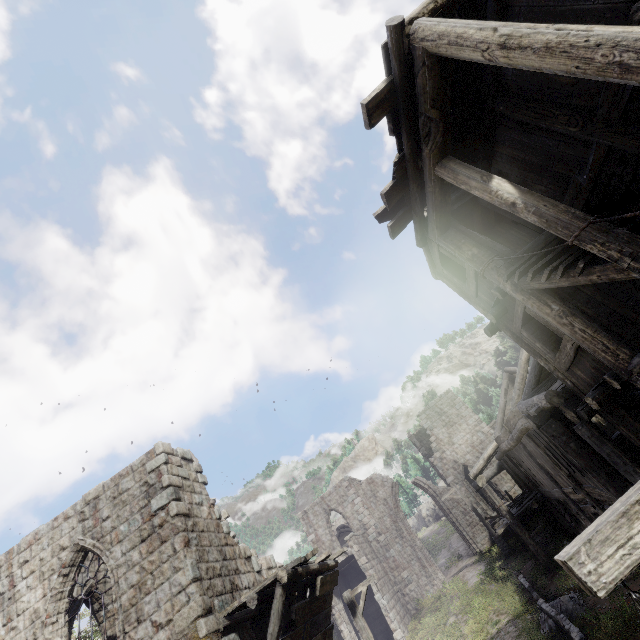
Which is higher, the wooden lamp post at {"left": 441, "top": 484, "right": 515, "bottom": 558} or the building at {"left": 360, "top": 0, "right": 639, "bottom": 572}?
the building at {"left": 360, "top": 0, "right": 639, "bottom": 572}

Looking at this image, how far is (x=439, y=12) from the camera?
5.3m

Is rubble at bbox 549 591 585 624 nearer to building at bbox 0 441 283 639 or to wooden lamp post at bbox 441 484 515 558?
building at bbox 0 441 283 639

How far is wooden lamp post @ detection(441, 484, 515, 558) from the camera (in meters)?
20.66

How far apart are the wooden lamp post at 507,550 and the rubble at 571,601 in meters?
8.7 m

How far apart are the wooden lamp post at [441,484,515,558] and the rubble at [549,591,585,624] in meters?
8.7

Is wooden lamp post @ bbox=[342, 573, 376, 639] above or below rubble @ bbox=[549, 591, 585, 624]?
above

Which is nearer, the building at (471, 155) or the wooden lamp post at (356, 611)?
the building at (471, 155)
